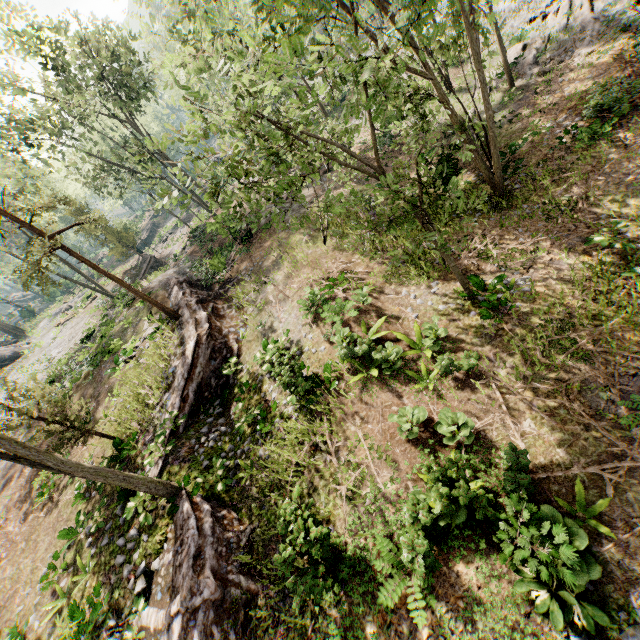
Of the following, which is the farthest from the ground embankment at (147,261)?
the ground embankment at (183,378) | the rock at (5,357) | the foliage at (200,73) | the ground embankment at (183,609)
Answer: the ground embankment at (183,609)

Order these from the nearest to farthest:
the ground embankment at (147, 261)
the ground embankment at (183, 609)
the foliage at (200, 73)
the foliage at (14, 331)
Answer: the foliage at (200, 73), the ground embankment at (183, 609), the ground embankment at (147, 261), the foliage at (14, 331)

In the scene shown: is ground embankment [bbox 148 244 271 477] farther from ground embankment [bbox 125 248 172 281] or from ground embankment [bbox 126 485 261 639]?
ground embankment [bbox 125 248 172 281]

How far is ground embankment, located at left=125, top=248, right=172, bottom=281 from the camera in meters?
33.9 m

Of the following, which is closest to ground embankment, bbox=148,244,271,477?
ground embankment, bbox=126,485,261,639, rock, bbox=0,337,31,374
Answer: ground embankment, bbox=126,485,261,639

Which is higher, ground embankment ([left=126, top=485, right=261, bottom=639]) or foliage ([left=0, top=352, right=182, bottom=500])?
foliage ([left=0, top=352, right=182, bottom=500])

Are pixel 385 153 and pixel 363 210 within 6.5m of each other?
no

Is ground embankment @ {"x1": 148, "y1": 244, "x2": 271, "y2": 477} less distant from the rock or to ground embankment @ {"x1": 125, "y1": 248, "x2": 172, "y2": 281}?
ground embankment @ {"x1": 125, "y1": 248, "x2": 172, "y2": 281}
